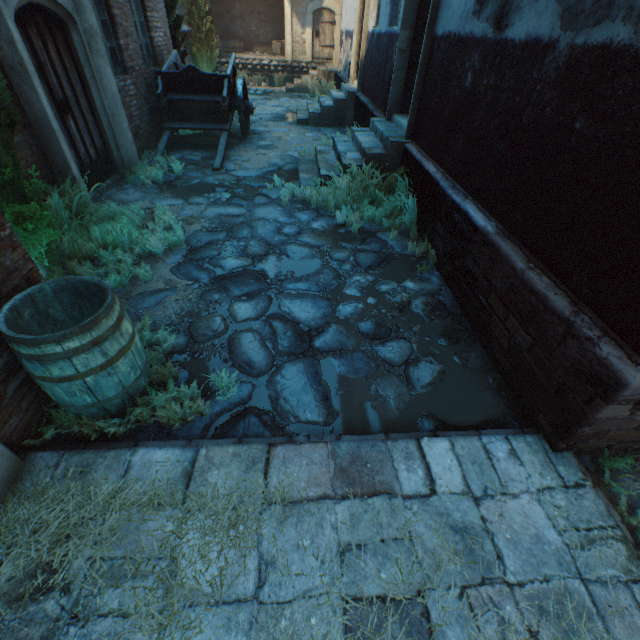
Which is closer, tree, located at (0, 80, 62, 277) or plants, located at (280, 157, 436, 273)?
tree, located at (0, 80, 62, 277)

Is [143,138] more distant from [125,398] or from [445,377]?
[445,377]

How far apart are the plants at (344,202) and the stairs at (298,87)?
12.59m

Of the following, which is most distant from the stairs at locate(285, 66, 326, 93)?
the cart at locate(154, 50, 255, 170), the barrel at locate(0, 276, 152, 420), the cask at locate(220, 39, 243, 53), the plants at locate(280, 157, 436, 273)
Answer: the barrel at locate(0, 276, 152, 420)

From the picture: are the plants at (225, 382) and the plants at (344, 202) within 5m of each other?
yes

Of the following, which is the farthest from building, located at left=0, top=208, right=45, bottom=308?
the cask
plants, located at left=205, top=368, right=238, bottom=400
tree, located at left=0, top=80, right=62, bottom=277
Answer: the cask

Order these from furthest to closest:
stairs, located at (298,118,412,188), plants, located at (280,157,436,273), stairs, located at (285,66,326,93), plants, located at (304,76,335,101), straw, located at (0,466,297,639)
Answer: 1. stairs, located at (285,66,326,93)
2. plants, located at (304,76,335,101)
3. stairs, located at (298,118,412,188)
4. plants, located at (280,157,436,273)
5. straw, located at (0,466,297,639)

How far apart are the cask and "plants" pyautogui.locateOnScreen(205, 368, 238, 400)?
22.8m
